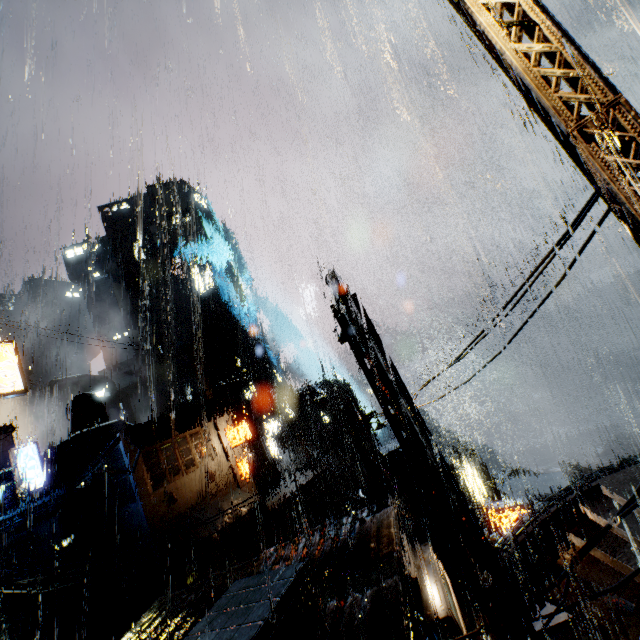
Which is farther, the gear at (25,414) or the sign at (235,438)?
the gear at (25,414)

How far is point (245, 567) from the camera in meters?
10.1

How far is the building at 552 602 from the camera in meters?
12.2 m

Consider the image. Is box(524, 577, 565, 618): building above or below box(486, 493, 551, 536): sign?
below

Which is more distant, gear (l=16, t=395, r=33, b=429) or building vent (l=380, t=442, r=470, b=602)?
gear (l=16, t=395, r=33, b=429)

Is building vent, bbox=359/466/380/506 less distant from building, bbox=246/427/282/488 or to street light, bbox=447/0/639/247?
building, bbox=246/427/282/488

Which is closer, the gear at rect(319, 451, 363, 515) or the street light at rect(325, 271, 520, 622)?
the street light at rect(325, 271, 520, 622)

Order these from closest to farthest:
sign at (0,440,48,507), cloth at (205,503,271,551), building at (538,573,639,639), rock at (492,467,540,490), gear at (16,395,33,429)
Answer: building at (538,573,639,639), sign at (0,440,48,507), cloth at (205,503,271,551), rock at (492,467,540,490), gear at (16,395,33,429)
